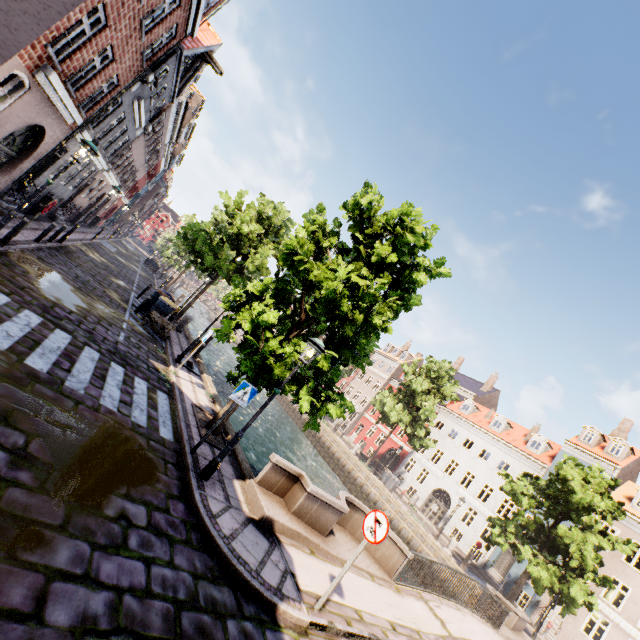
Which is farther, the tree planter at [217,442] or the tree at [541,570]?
the tree at [541,570]

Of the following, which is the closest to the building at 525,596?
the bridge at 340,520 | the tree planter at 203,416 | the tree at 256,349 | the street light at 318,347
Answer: the tree at 256,349

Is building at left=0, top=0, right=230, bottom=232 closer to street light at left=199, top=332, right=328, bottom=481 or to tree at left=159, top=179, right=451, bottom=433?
tree at left=159, top=179, right=451, bottom=433

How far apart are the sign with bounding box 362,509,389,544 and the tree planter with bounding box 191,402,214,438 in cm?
404

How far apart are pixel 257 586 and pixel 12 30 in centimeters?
1202cm

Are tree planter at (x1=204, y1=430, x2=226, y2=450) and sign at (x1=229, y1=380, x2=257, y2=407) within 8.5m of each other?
yes

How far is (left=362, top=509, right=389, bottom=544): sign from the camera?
5.60m

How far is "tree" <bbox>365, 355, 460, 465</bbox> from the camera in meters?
29.0 m
